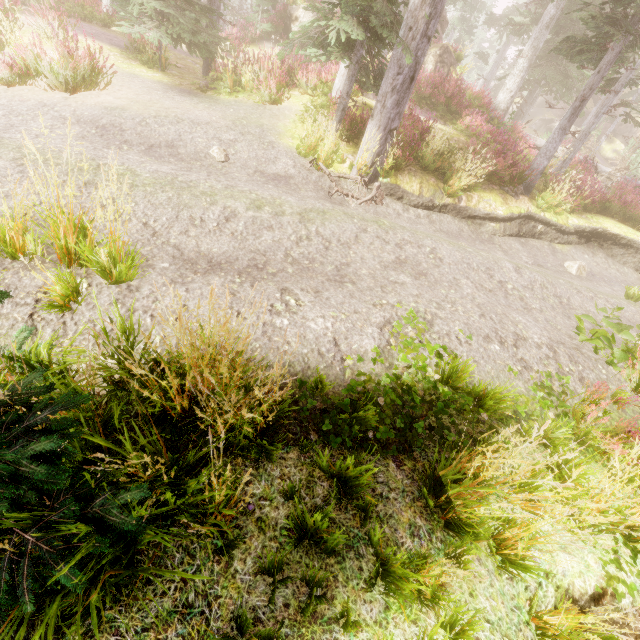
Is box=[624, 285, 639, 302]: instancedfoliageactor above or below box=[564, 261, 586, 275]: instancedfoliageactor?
above

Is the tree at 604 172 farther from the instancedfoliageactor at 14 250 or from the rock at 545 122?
the rock at 545 122

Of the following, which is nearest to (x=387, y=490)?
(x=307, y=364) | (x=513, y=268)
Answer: (x=307, y=364)

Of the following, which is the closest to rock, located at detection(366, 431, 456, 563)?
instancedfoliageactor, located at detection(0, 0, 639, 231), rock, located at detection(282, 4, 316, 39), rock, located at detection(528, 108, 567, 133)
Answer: instancedfoliageactor, located at detection(0, 0, 639, 231)

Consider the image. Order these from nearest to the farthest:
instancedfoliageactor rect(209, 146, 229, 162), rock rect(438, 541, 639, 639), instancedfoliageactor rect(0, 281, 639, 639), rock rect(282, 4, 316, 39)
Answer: instancedfoliageactor rect(0, 281, 639, 639)
rock rect(438, 541, 639, 639)
instancedfoliageactor rect(209, 146, 229, 162)
rock rect(282, 4, 316, 39)

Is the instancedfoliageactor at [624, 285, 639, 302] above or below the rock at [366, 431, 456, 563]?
above

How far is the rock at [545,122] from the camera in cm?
3789

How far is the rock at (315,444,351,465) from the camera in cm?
277
